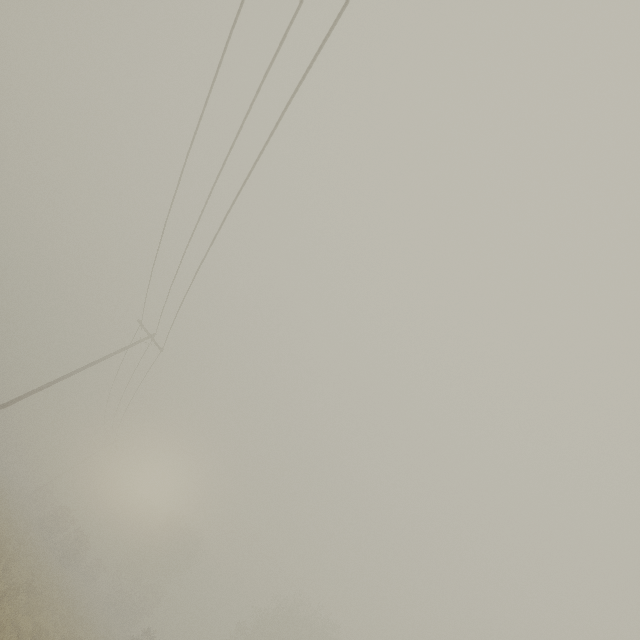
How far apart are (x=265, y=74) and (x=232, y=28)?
1.33m
